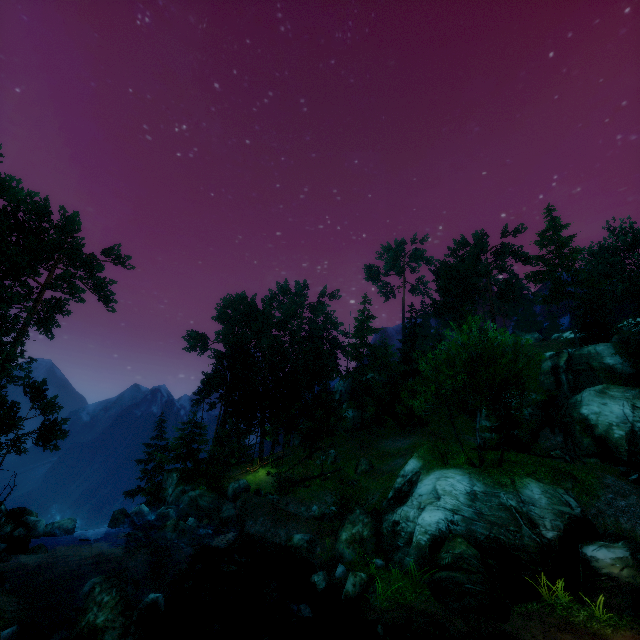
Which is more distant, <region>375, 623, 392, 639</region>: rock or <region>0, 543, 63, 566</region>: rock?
<region>0, 543, 63, 566</region>: rock

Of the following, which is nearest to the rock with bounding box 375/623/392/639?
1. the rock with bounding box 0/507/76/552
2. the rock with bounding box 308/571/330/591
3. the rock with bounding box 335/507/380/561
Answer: the rock with bounding box 308/571/330/591

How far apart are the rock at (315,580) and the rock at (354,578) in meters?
1.0 m

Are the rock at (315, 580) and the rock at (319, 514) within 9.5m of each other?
yes

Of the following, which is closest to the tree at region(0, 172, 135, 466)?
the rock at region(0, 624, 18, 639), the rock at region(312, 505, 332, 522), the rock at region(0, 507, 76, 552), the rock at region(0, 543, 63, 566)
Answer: the rock at region(0, 507, 76, 552)

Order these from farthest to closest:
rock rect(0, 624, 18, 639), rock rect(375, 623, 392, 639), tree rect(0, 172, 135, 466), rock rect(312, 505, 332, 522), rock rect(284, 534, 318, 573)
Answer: rock rect(312, 505, 332, 522), tree rect(0, 172, 135, 466), rock rect(284, 534, 318, 573), rock rect(375, 623, 392, 639), rock rect(0, 624, 18, 639)

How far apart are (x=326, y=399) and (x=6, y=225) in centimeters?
3187cm

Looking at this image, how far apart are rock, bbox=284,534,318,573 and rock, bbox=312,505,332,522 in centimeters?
262cm
